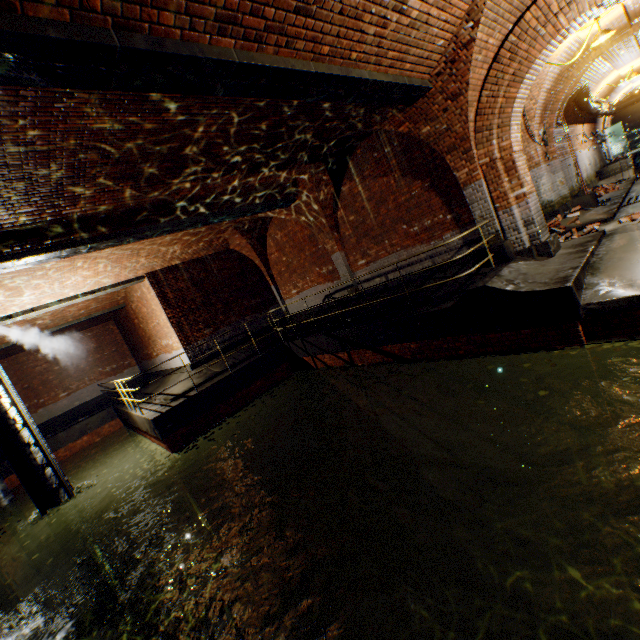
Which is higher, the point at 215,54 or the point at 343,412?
the point at 215,54

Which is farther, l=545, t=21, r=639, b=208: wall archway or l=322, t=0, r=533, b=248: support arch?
l=545, t=21, r=639, b=208: wall archway

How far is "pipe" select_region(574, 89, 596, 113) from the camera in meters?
12.8

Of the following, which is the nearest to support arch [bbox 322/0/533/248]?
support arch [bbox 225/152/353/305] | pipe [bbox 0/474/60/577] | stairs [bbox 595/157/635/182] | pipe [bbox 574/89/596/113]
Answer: pipe [bbox 0/474/60/577]

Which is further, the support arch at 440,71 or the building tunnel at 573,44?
the building tunnel at 573,44

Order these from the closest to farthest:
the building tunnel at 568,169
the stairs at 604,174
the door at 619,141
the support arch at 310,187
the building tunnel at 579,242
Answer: the building tunnel at 579,242 → the support arch at 310,187 → the building tunnel at 568,169 → the stairs at 604,174 → the door at 619,141

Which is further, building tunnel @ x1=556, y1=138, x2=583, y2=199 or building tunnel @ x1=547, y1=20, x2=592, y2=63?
building tunnel @ x1=556, y1=138, x2=583, y2=199

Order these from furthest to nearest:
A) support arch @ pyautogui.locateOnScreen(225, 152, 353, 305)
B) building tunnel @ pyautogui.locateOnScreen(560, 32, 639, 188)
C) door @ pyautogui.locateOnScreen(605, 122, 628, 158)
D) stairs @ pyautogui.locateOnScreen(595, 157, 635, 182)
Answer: door @ pyautogui.locateOnScreen(605, 122, 628, 158)
stairs @ pyautogui.locateOnScreen(595, 157, 635, 182)
building tunnel @ pyautogui.locateOnScreen(560, 32, 639, 188)
support arch @ pyautogui.locateOnScreen(225, 152, 353, 305)
